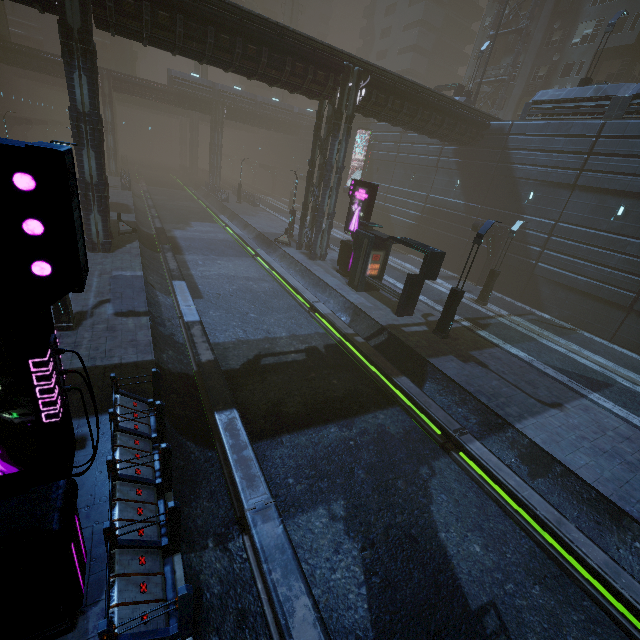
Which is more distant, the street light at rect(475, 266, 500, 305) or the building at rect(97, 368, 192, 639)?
the street light at rect(475, 266, 500, 305)

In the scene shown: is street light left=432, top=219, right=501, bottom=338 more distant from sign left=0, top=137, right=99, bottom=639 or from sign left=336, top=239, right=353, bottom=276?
sign left=0, top=137, right=99, bottom=639

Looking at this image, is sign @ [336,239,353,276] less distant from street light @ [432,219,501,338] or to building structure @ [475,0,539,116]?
street light @ [432,219,501,338]

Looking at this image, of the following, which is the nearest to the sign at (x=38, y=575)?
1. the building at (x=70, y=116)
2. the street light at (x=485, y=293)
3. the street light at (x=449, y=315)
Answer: the building at (x=70, y=116)

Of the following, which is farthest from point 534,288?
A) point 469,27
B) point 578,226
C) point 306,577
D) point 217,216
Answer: point 469,27

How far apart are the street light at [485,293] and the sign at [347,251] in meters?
8.4 m

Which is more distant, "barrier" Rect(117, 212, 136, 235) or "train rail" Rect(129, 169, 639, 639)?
"barrier" Rect(117, 212, 136, 235)

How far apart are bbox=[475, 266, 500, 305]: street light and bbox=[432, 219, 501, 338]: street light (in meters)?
7.26
